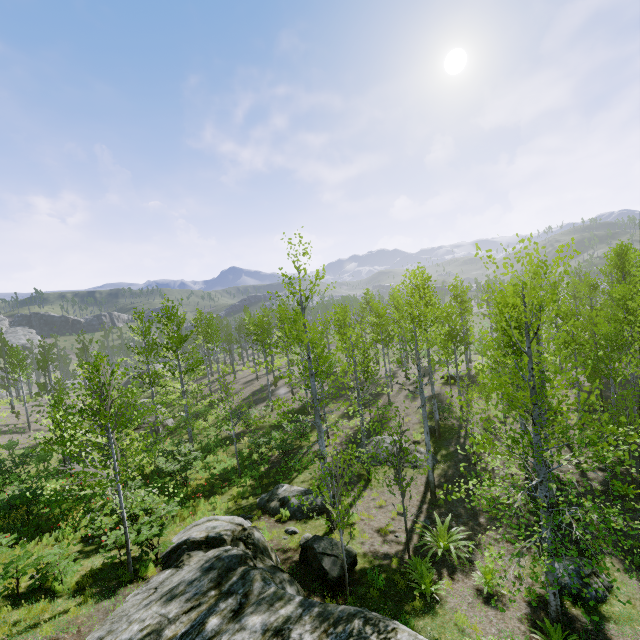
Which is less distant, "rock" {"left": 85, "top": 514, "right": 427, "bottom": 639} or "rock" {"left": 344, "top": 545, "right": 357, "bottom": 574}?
"rock" {"left": 85, "top": 514, "right": 427, "bottom": 639}

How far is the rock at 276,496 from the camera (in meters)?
13.21

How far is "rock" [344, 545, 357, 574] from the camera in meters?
9.5 m

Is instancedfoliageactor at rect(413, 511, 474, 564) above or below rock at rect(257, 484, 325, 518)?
below

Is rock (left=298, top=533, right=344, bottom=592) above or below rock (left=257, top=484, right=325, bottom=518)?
above

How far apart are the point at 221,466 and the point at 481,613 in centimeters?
1462cm

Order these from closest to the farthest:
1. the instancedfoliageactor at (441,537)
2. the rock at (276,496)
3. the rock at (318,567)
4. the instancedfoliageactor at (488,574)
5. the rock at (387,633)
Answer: the rock at (387,633) < the instancedfoliageactor at (488,574) < the rock at (318,567) < the instancedfoliageactor at (441,537) < the rock at (276,496)
